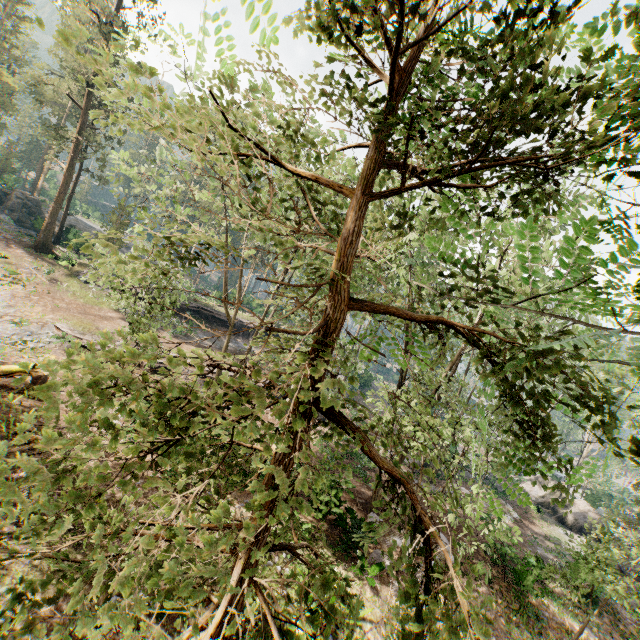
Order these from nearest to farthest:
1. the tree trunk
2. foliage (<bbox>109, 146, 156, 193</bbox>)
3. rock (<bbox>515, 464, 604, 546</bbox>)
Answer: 1. foliage (<bbox>109, 146, 156, 193</bbox>)
2. the tree trunk
3. rock (<bbox>515, 464, 604, 546</bbox>)

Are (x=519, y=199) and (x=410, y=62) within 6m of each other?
yes

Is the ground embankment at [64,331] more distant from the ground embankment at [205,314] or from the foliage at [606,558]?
the ground embankment at [205,314]

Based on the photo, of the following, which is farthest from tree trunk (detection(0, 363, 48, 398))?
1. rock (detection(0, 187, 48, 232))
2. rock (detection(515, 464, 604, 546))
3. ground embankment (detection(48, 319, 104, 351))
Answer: rock (detection(515, 464, 604, 546))

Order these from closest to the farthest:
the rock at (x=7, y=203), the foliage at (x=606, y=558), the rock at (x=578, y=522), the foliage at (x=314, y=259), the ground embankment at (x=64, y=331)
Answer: →
1. the foliage at (x=314, y=259)
2. the foliage at (x=606, y=558)
3. the ground embankment at (x=64, y=331)
4. the rock at (x=578, y=522)
5. the rock at (x=7, y=203)

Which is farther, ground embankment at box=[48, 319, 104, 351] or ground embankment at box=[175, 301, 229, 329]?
ground embankment at box=[175, 301, 229, 329]

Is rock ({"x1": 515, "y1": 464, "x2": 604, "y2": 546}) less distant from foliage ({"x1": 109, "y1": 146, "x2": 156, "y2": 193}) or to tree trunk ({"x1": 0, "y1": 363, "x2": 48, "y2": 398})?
foliage ({"x1": 109, "y1": 146, "x2": 156, "y2": 193})

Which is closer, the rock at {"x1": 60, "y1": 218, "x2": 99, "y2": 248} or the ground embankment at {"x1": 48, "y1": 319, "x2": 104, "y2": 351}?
the ground embankment at {"x1": 48, "y1": 319, "x2": 104, "y2": 351}
